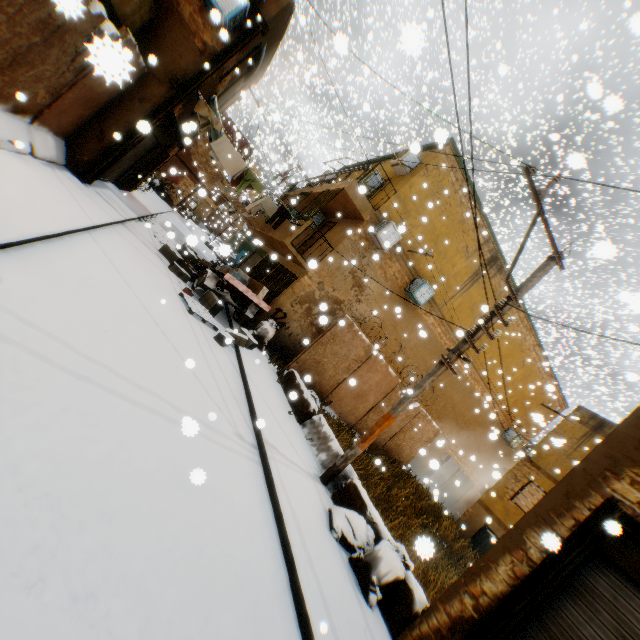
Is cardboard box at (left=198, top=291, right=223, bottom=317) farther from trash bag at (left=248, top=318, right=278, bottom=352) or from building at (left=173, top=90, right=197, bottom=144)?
trash bag at (left=248, top=318, right=278, bottom=352)

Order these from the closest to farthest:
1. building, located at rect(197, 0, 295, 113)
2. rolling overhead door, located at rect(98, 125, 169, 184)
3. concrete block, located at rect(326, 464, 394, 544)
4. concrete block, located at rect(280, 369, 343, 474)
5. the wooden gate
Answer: concrete block, located at rect(326, 464, 394, 544) → concrete block, located at rect(280, 369, 343, 474) → building, located at rect(197, 0, 295, 113) → rolling overhead door, located at rect(98, 125, 169, 184) → the wooden gate

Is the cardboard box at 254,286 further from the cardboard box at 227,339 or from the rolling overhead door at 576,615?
the rolling overhead door at 576,615

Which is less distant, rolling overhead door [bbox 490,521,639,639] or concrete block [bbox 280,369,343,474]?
rolling overhead door [bbox 490,521,639,639]

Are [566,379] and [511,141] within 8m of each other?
no

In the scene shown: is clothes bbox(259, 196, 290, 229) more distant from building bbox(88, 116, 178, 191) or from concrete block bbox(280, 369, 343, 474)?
concrete block bbox(280, 369, 343, 474)

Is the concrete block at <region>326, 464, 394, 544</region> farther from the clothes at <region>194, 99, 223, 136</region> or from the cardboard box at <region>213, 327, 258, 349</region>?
the clothes at <region>194, 99, 223, 136</region>

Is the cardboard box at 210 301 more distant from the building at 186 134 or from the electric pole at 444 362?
the electric pole at 444 362
